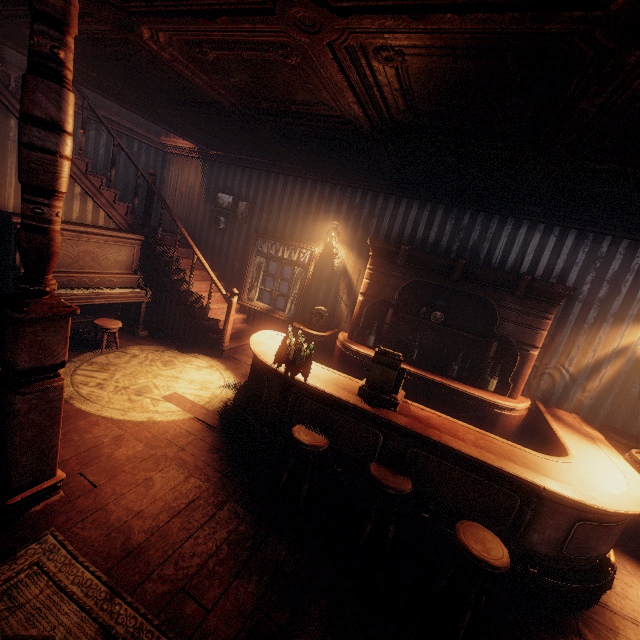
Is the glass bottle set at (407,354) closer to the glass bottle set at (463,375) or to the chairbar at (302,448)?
the glass bottle set at (463,375)

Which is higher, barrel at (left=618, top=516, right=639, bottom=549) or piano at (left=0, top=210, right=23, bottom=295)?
piano at (left=0, top=210, right=23, bottom=295)

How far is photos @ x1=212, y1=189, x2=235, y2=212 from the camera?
7.3 meters

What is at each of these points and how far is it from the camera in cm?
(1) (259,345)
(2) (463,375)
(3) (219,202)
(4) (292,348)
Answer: (1) table, 450
(2) glass bottle set, 530
(3) photos, 741
(4) glass bottle set, 422

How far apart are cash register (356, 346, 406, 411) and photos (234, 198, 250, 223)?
4.83m

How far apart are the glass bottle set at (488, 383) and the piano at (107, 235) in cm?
615

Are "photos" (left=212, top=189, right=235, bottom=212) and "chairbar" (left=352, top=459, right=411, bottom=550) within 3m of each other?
no

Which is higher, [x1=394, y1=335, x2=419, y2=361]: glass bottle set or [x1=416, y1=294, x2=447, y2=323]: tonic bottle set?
[x1=416, y1=294, x2=447, y2=323]: tonic bottle set
